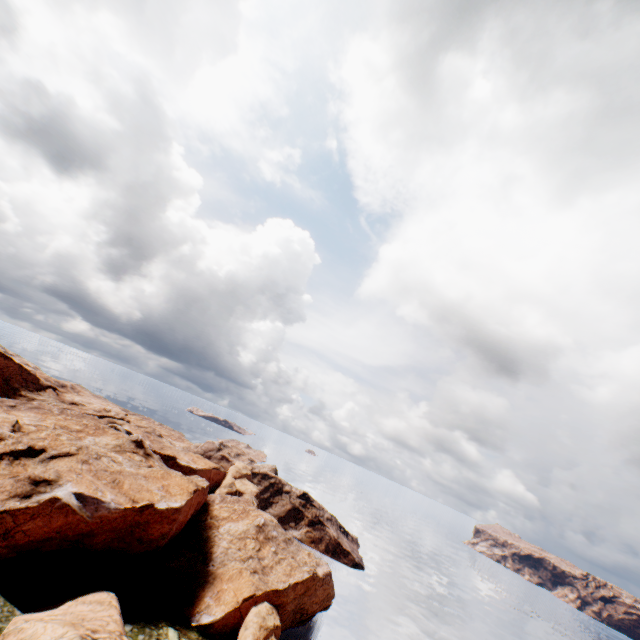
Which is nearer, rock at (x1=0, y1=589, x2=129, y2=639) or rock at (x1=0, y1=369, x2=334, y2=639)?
rock at (x1=0, y1=589, x2=129, y2=639)

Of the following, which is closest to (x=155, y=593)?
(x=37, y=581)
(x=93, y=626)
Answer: (x=37, y=581)

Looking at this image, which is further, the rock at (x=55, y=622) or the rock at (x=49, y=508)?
the rock at (x=49, y=508)
